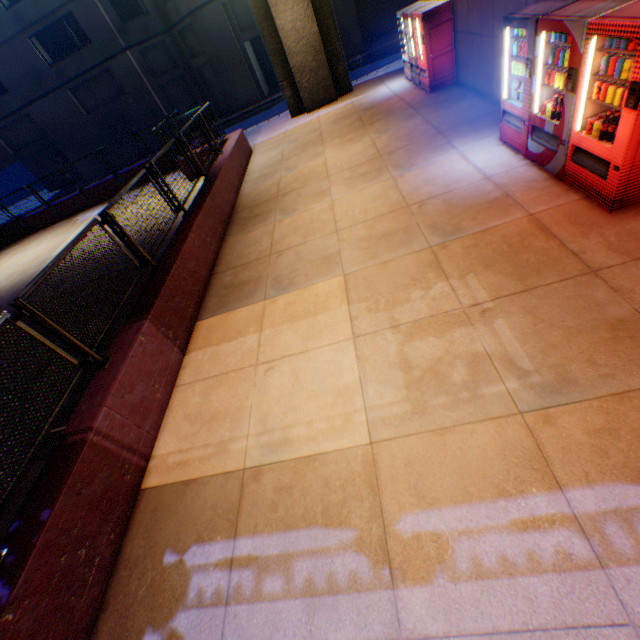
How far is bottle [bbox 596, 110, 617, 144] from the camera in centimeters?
402cm

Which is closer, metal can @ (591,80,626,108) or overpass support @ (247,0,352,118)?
metal can @ (591,80,626,108)

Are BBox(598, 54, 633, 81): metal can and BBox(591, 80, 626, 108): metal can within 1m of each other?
yes

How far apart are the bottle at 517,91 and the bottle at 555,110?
0.7m

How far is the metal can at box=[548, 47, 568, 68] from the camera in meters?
4.5

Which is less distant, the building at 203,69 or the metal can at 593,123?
the metal can at 593,123

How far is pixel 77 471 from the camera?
3.4 meters

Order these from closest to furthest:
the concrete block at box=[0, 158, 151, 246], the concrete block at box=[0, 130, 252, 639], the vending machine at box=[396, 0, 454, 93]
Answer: the concrete block at box=[0, 130, 252, 639] → the vending machine at box=[396, 0, 454, 93] → the concrete block at box=[0, 158, 151, 246]
